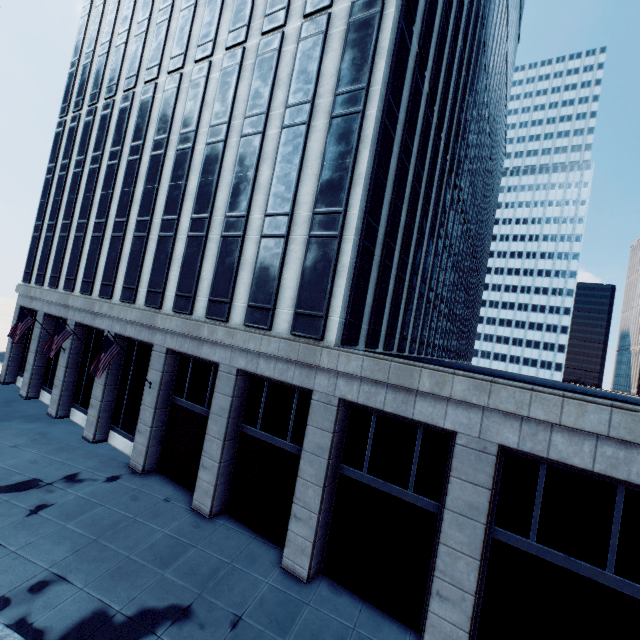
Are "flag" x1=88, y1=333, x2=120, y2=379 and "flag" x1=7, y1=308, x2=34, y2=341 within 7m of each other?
no

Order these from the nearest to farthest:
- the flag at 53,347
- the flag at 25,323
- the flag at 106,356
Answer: the flag at 106,356
the flag at 53,347
the flag at 25,323

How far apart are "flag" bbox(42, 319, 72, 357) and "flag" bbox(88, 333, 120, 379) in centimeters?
554cm

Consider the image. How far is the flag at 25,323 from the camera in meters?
23.1 m

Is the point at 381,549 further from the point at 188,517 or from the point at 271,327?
the point at 271,327

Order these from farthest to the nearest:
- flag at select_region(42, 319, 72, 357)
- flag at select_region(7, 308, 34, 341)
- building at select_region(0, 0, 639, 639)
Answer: flag at select_region(7, 308, 34, 341) → flag at select_region(42, 319, 72, 357) → building at select_region(0, 0, 639, 639)

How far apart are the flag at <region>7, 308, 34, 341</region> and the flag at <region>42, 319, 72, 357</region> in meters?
5.7

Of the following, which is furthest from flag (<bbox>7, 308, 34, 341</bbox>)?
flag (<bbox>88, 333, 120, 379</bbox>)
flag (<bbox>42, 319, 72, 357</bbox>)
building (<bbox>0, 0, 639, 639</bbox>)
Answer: flag (<bbox>88, 333, 120, 379</bbox>)
